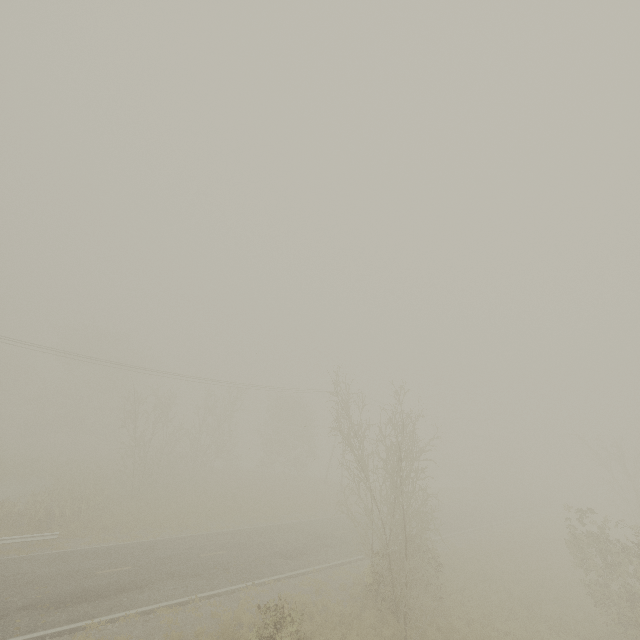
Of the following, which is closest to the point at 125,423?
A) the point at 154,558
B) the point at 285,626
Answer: the point at 154,558
